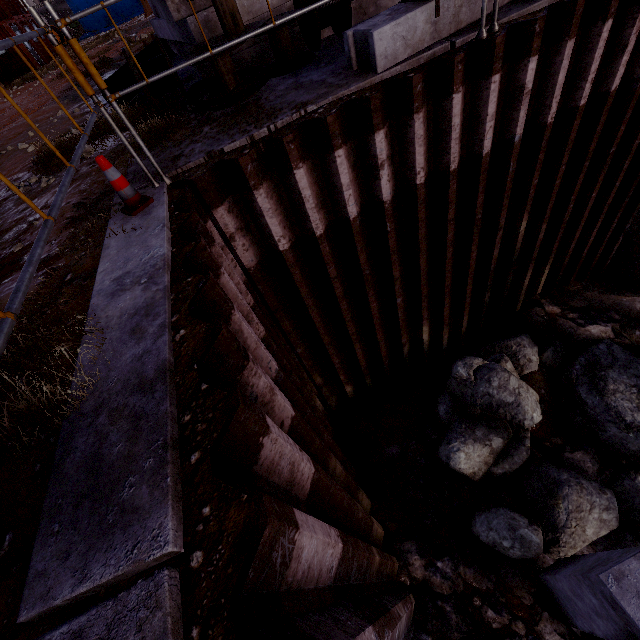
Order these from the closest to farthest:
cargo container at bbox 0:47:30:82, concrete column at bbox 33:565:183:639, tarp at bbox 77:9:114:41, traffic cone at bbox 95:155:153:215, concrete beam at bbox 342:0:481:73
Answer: concrete column at bbox 33:565:183:639, traffic cone at bbox 95:155:153:215, concrete beam at bbox 342:0:481:73, cargo container at bbox 0:47:30:82, tarp at bbox 77:9:114:41

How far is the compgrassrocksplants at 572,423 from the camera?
6.1 meters

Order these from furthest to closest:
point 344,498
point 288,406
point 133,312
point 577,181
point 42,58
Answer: point 42,58
point 577,181
point 344,498
point 288,406
point 133,312

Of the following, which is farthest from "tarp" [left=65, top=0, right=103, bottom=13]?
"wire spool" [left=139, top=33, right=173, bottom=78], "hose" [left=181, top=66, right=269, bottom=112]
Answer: "hose" [left=181, top=66, right=269, bottom=112]

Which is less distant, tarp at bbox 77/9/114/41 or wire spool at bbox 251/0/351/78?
wire spool at bbox 251/0/351/78

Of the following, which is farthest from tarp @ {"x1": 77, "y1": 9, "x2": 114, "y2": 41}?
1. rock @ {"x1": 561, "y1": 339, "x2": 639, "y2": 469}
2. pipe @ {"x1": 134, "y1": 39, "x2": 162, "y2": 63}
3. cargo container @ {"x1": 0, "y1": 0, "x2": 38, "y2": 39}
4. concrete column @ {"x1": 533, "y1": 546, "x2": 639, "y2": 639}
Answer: concrete column @ {"x1": 533, "y1": 546, "x2": 639, "y2": 639}

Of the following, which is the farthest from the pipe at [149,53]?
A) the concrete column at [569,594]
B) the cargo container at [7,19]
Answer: the cargo container at [7,19]

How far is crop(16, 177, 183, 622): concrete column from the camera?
1.2 meters
